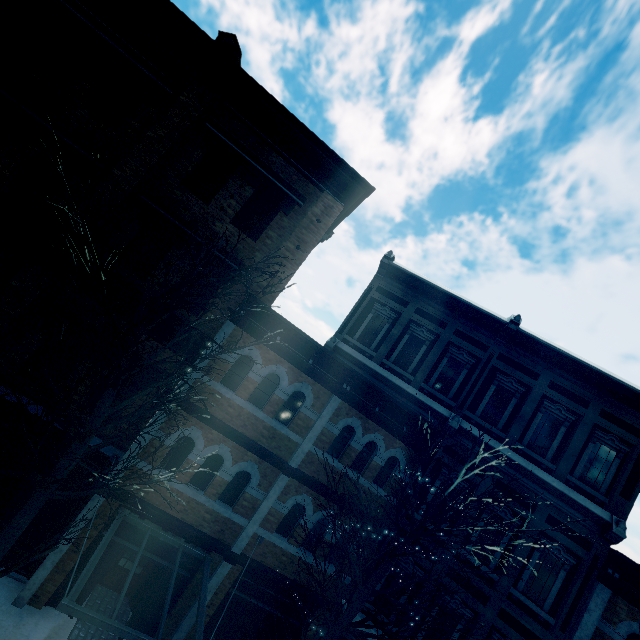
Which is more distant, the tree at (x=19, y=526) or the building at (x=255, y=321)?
the building at (x=255, y=321)

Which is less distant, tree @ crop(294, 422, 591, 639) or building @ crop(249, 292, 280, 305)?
tree @ crop(294, 422, 591, 639)

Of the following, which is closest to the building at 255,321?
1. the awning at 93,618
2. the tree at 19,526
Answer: the awning at 93,618

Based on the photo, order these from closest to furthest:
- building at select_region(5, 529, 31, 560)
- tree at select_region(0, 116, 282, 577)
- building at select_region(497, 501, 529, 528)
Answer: tree at select_region(0, 116, 282, 577) → building at select_region(5, 529, 31, 560) → building at select_region(497, 501, 529, 528)

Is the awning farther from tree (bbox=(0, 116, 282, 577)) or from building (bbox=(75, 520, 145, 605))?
tree (bbox=(0, 116, 282, 577))

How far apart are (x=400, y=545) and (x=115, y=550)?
7.7 meters

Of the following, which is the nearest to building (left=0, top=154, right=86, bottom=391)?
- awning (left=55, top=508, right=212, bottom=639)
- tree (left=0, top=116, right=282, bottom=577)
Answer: awning (left=55, top=508, right=212, bottom=639)
